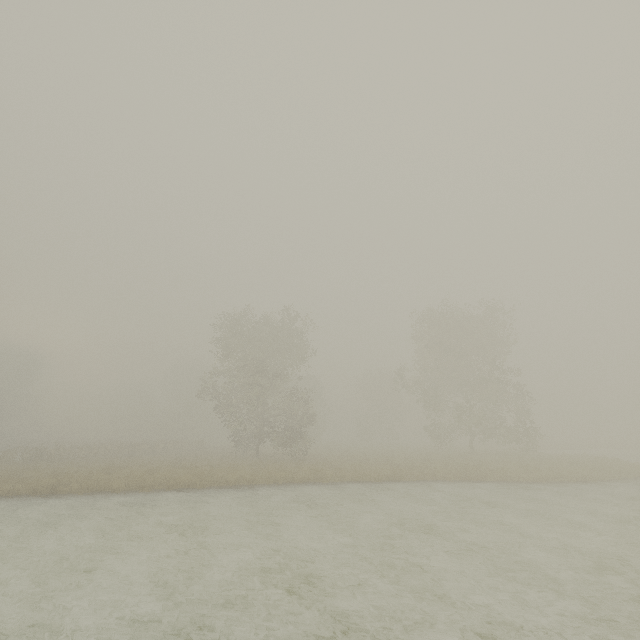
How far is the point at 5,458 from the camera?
25.7m
